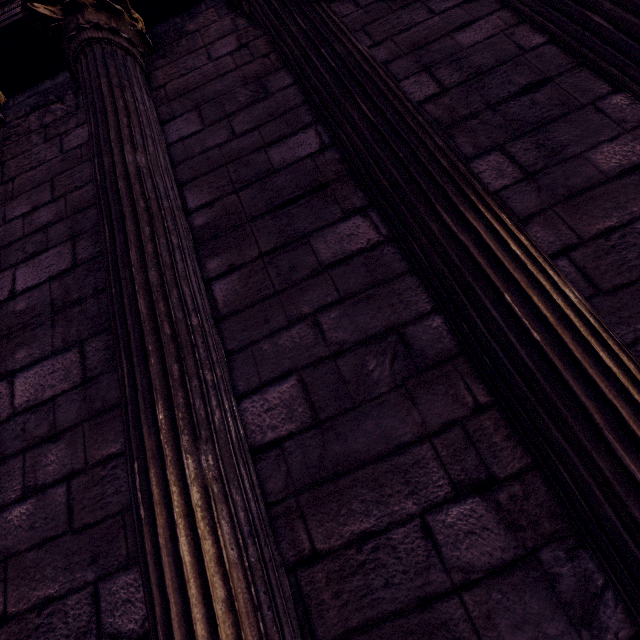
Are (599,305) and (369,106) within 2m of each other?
yes
